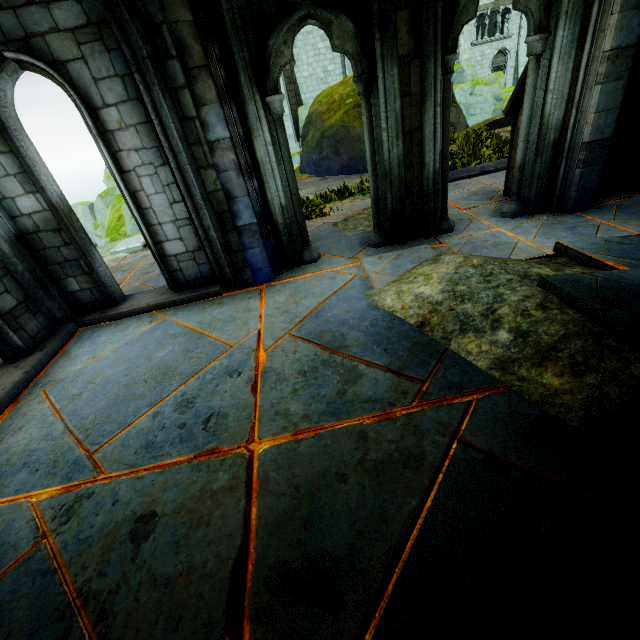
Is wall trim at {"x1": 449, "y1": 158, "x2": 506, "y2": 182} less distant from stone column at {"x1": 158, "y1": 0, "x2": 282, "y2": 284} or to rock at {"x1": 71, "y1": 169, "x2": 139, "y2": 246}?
stone column at {"x1": 158, "y1": 0, "x2": 282, "y2": 284}

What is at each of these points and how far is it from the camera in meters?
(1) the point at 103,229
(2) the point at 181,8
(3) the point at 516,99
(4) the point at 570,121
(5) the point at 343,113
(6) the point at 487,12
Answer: (1) rock, 28.1
(2) stone column, 3.1
(3) stone column, 5.0
(4) stone column, 4.2
(5) rock, 12.8
(6) building, 24.9

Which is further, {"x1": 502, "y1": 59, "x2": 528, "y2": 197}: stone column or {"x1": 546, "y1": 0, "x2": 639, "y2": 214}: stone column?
{"x1": 502, "y1": 59, "x2": 528, "y2": 197}: stone column

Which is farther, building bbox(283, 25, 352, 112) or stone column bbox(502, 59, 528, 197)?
building bbox(283, 25, 352, 112)

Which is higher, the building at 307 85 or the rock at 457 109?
the building at 307 85

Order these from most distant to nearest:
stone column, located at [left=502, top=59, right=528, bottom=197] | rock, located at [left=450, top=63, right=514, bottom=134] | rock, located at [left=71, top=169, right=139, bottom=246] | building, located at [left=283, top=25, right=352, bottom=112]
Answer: building, located at [left=283, top=25, right=352, bottom=112]
rock, located at [left=450, top=63, right=514, bottom=134]
rock, located at [left=71, top=169, right=139, bottom=246]
stone column, located at [left=502, top=59, right=528, bottom=197]

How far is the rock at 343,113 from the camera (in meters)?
12.47

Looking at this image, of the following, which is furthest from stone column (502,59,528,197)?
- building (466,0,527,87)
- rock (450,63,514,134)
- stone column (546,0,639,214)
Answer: rock (450,63,514,134)
